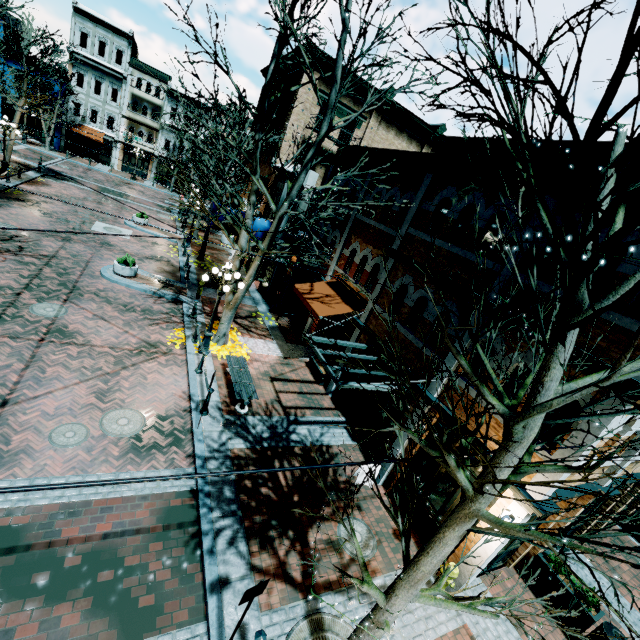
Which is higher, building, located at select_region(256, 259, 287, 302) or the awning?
the awning

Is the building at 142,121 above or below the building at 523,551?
above

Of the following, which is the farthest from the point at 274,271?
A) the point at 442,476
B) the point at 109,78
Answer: the point at 109,78

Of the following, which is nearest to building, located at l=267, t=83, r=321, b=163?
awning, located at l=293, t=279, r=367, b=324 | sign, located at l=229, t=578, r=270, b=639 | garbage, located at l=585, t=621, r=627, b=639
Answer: awning, located at l=293, t=279, r=367, b=324

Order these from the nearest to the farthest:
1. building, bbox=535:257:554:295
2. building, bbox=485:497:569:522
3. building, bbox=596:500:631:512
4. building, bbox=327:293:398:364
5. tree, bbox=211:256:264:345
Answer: building, bbox=485:497:569:522, building, bbox=535:257:554:295, building, bbox=596:500:631:512, building, bbox=327:293:398:364, tree, bbox=211:256:264:345

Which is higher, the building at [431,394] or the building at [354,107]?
the building at [354,107]

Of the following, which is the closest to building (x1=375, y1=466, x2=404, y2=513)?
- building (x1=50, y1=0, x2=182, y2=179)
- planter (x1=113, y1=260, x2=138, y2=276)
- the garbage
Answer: the garbage

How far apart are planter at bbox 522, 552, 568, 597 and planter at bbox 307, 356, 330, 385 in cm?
806
